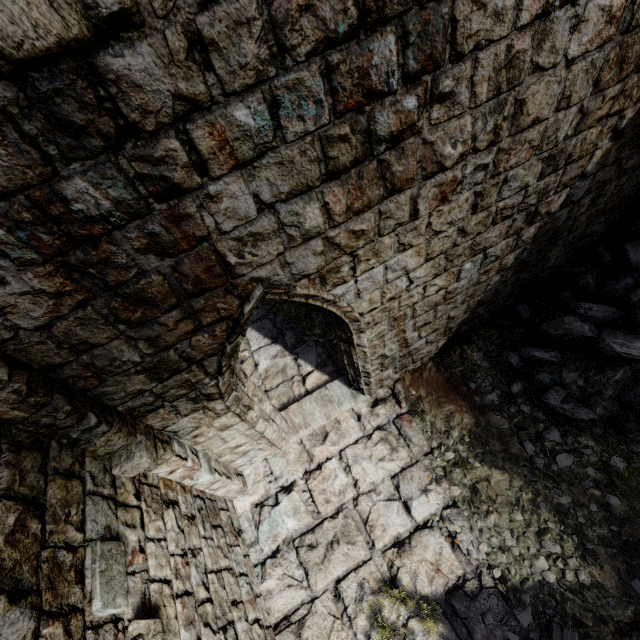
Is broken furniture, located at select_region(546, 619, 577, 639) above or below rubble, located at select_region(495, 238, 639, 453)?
below

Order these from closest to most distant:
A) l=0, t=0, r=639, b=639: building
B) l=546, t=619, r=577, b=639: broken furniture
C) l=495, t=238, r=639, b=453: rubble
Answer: l=0, t=0, r=639, b=639: building → l=546, t=619, r=577, b=639: broken furniture → l=495, t=238, r=639, b=453: rubble

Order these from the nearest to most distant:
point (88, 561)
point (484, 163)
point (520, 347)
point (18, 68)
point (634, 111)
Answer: point (18, 68) → point (88, 561) → point (484, 163) → point (634, 111) → point (520, 347)

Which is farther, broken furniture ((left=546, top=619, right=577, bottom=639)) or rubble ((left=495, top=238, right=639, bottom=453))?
rubble ((left=495, top=238, right=639, bottom=453))

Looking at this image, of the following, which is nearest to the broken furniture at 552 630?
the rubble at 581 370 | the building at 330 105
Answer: the building at 330 105

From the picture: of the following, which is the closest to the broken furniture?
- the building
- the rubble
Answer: the building
